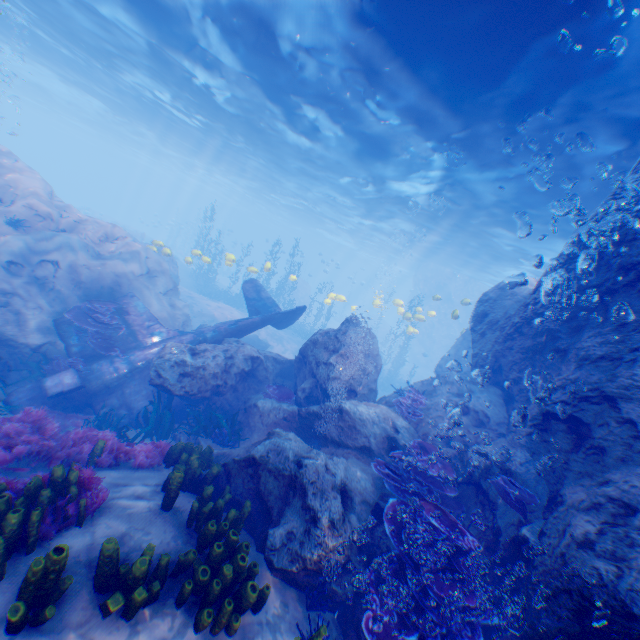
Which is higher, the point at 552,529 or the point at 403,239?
the point at 403,239

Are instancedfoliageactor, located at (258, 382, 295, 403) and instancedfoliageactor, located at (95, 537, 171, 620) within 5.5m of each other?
no

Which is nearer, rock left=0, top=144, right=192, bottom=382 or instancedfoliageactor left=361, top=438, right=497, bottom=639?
instancedfoliageactor left=361, top=438, right=497, bottom=639

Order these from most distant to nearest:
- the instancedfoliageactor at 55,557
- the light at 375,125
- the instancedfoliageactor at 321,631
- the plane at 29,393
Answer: the plane at 29,393 < the light at 375,125 < the instancedfoliageactor at 321,631 < the instancedfoliageactor at 55,557

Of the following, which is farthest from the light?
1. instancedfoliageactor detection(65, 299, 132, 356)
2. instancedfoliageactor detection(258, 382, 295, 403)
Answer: instancedfoliageactor detection(258, 382, 295, 403)

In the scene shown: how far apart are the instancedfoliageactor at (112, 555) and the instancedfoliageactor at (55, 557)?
0.27m

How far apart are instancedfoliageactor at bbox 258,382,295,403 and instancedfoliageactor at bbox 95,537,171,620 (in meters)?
6.04

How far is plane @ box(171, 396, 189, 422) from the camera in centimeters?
1045cm
